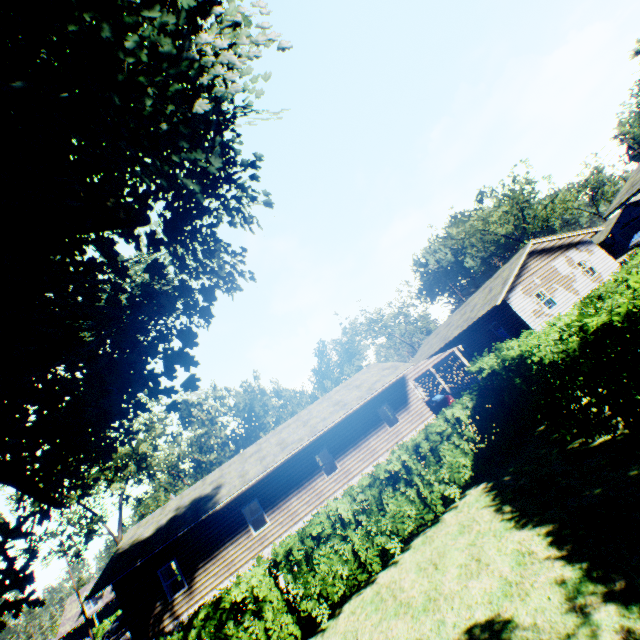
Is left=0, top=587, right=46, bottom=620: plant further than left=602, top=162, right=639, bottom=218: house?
No

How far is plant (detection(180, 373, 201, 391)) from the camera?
11.27m

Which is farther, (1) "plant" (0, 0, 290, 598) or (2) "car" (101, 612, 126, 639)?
(2) "car" (101, 612, 126, 639)

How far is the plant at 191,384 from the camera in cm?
1127

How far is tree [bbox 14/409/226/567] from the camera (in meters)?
26.42

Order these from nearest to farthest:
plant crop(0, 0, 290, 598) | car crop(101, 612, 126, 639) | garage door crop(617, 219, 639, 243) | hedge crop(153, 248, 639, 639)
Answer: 1. plant crop(0, 0, 290, 598)
2. hedge crop(153, 248, 639, 639)
3. car crop(101, 612, 126, 639)
4. garage door crop(617, 219, 639, 243)

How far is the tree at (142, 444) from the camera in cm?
2642

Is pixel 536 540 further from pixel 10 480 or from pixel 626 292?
pixel 10 480
